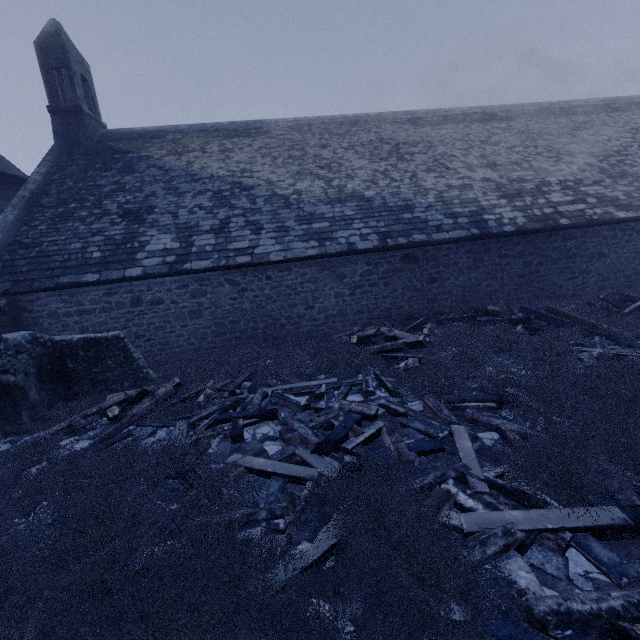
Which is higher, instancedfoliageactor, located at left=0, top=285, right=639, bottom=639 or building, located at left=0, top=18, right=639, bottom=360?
building, located at left=0, top=18, right=639, bottom=360

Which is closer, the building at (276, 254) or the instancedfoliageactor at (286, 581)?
the instancedfoliageactor at (286, 581)

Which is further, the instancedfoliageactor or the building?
the building

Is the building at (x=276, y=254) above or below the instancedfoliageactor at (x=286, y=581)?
above

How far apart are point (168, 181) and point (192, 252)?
4.06m
